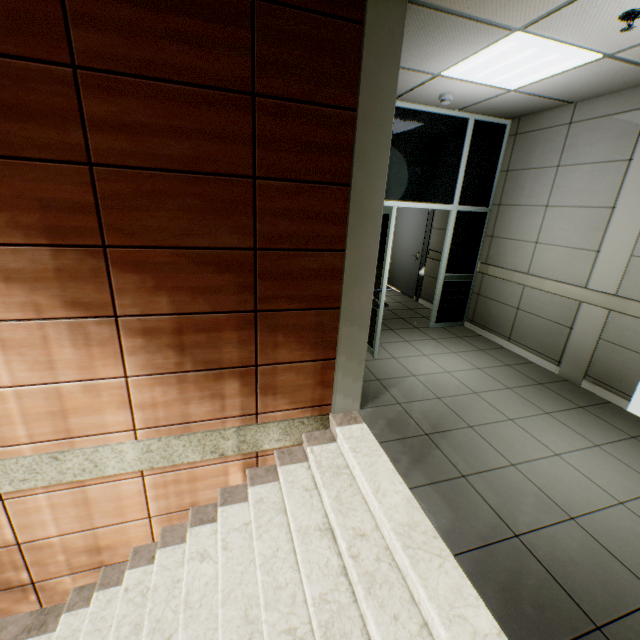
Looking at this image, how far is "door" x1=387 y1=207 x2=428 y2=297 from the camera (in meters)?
7.05

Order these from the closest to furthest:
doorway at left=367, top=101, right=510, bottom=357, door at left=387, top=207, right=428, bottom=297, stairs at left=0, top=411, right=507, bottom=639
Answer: stairs at left=0, top=411, right=507, bottom=639, doorway at left=367, top=101, right=510, bottom=357, door at left=387, top=207, right=428, bottom=297

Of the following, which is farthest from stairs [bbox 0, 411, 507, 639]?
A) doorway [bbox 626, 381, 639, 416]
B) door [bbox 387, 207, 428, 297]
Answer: door [bbox 387, 207, 428, 297]

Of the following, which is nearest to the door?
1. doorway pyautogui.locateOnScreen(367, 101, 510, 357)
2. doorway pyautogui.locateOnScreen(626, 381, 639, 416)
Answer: doorway pyautogui.locateOnScreen(367, 101, 510, 357)

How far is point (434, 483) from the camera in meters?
2.4

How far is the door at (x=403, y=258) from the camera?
7.1m

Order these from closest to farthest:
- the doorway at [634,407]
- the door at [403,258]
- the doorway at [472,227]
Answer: the doorway at [634,407], the doorway at [472,227], the door at [403,258]
